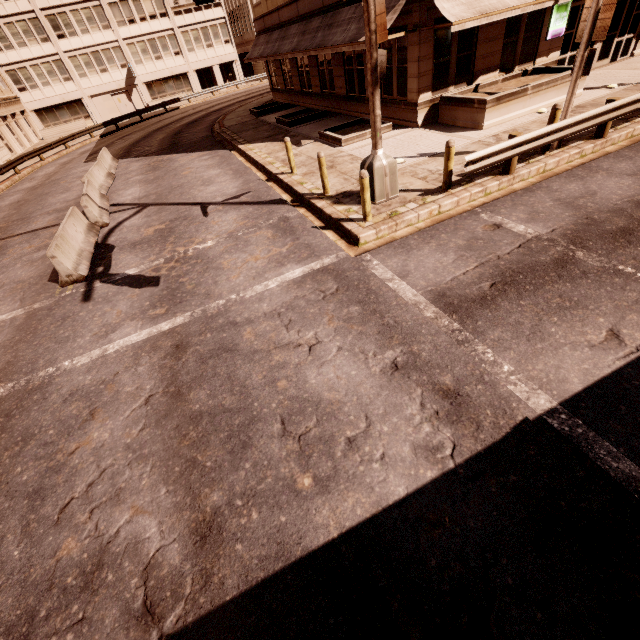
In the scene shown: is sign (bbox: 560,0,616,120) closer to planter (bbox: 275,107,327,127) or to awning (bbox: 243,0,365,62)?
awning (bbox: 243,0,365,62)

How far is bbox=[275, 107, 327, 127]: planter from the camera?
18.7 meters

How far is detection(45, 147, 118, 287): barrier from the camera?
8.7 meters

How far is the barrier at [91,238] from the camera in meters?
8.7 m

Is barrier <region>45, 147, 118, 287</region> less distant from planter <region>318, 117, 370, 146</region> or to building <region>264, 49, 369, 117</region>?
planter <region>318, 117, 370, 146</region>

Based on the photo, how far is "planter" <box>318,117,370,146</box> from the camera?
13.7m

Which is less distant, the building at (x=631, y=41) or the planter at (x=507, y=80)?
the planter at (x=507, y=80)

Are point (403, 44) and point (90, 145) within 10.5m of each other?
no
